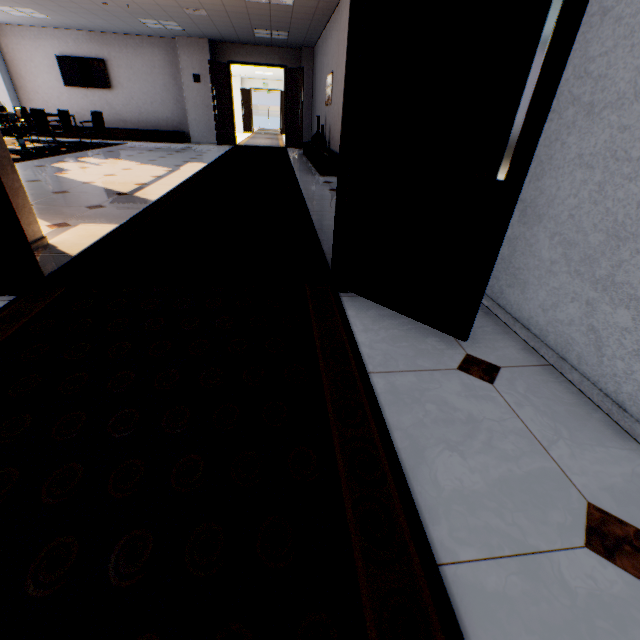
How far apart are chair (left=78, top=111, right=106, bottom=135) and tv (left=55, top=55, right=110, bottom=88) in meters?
2.1

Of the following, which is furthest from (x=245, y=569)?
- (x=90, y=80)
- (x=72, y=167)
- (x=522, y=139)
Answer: (x=90, y=80)

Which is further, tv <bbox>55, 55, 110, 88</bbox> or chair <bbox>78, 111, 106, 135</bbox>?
tv <bbox>55, 55, 110, 88</bbox>

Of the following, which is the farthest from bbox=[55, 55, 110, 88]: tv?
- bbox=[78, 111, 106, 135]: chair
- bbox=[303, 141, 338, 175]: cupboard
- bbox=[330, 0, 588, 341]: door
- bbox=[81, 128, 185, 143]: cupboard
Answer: bbox=[330, 0, 588, 341]: door

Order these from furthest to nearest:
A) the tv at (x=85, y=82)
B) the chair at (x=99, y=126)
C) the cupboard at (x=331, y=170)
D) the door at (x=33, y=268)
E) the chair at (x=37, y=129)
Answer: the tv at (x=85, y=82)
the chair at (x=99, y=126)
the chair at (x=37, y=129)
the cupboard at (x=331, y=170)
the door at (x=33, y=268)

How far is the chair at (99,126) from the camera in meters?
9.3

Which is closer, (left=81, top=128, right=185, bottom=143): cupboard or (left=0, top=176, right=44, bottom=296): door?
(left=0, top=176, right=44, bottom=296): door

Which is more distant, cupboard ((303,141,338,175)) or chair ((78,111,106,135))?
chair ((78,111,106,135))
